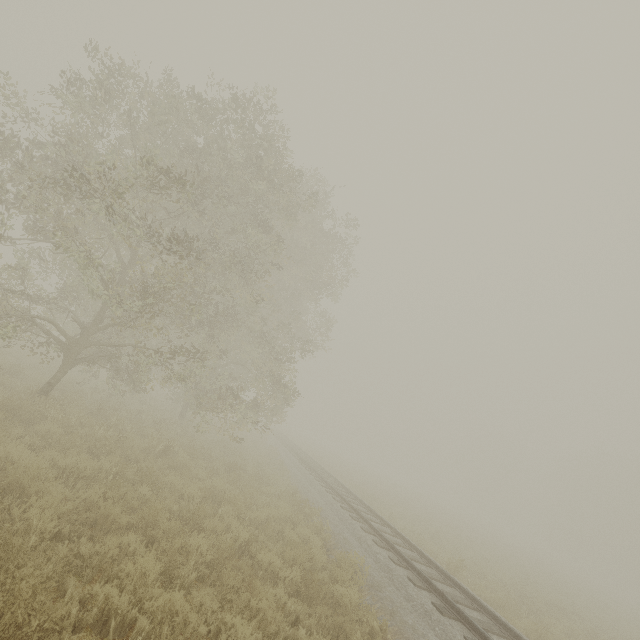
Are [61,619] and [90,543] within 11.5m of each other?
yes
